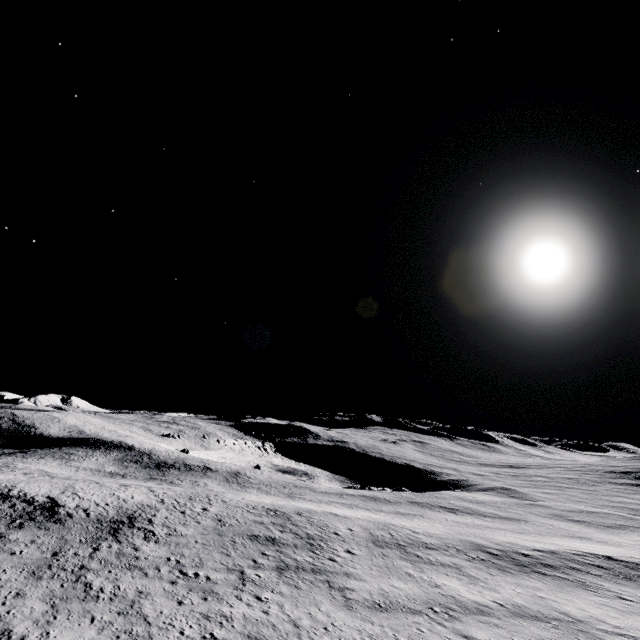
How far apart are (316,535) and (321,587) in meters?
12.8
